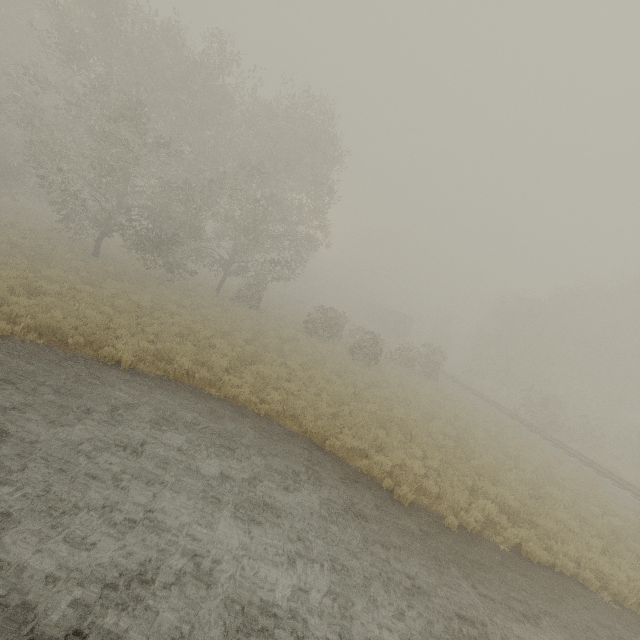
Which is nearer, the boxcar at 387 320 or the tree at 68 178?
the tree at 68 178

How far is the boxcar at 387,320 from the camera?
51.9 meters

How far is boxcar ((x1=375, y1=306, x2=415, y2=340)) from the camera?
51.9m

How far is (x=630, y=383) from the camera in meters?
35.5

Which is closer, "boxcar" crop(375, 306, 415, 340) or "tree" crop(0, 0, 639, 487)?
"tree" crop(0, 0, 639, 487)
